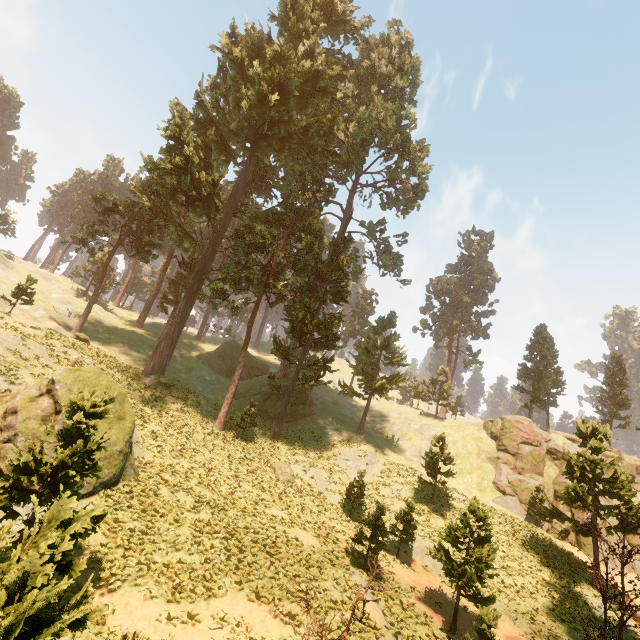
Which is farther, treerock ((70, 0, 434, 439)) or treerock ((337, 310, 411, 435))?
treerock ((337, 310, 411, 435))

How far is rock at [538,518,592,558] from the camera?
30.0m

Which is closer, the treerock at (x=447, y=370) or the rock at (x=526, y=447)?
the rock at (x=526, y=447)

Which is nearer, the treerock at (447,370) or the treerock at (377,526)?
the treerock at (377,526)

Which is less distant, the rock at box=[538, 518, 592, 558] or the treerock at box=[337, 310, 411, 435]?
the rock at box=[538, 518, 592, 558]

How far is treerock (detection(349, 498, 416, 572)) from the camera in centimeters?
1783cm

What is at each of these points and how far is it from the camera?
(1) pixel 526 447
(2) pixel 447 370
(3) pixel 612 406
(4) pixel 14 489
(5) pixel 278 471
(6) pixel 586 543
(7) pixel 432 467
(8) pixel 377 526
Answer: (1) rock, 37.5m
(2) treerock, 52.9m
(3) treerock, 50.2m
(4) treerock, 9.3m
(5) treerock, 24.9m
(6) rock, 30.3m
(7) treerock, 30.1m
(8) treerock, 18.4m

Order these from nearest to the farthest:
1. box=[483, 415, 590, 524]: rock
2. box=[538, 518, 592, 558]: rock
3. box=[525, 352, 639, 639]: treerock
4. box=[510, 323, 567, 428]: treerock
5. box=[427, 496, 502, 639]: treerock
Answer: box=[427, 496, 502, 639]: treerock < box=[525, 352, 639, 639]: treerock < box=[538, 518, 592, 558]: rock < box=[483, 415, 590, 524]: rock < box=[510, 323, 567, 428]: treerock
